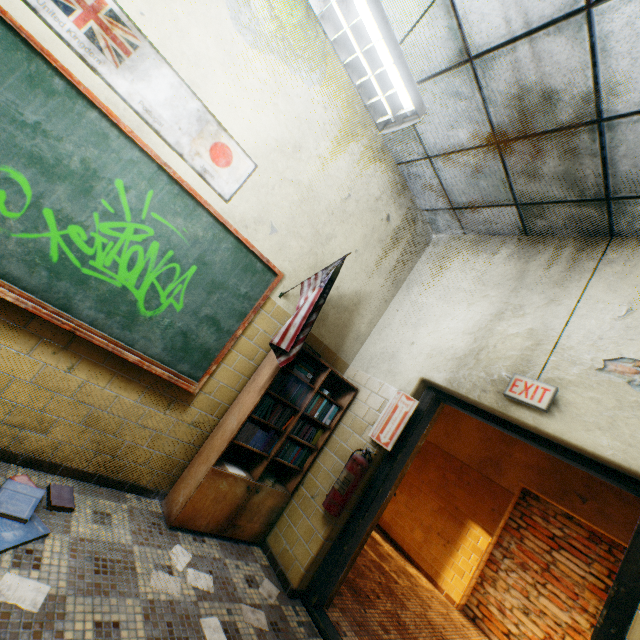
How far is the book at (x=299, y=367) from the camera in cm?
304

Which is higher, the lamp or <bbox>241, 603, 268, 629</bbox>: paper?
the lamp

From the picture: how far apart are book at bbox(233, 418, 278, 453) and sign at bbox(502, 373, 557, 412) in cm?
156

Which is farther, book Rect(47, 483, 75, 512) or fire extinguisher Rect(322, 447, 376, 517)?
fire extinguisher Rect(322, 447, 376, 517)

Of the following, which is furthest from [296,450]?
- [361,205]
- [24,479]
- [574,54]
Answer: [574,54]

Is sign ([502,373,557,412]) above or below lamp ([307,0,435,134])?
below

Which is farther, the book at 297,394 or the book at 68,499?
the book at 297,394

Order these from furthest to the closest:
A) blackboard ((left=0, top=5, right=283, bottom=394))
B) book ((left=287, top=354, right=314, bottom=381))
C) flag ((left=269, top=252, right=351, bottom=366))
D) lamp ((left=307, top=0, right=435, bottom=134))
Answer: book ((left=287, top=354, right=314, bottom=381)), flag ((left=269, top=252, right=351, bottom=366)), blackboard ((left=0, top=5, right=283, bottom=394)), lamp ((left=307, top=0, right=435, bottom=134))
